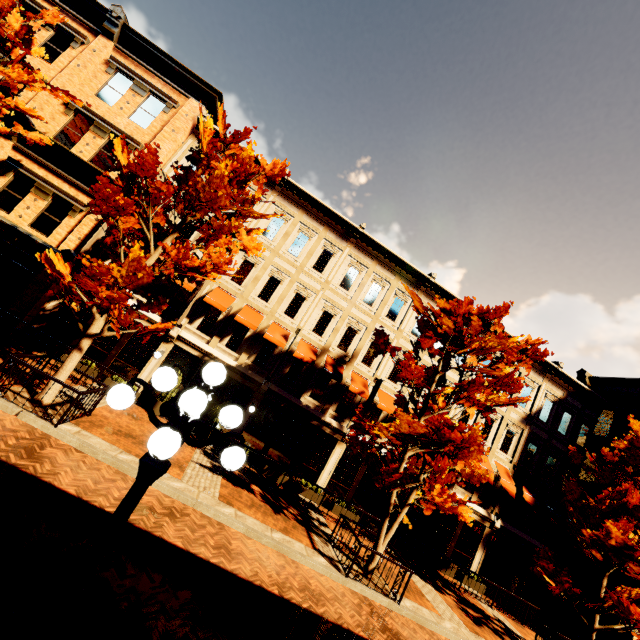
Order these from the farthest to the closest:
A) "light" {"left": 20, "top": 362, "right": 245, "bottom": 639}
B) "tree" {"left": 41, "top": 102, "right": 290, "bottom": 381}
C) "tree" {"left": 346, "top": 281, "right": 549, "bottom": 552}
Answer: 1. "tree" {"left": 346, "top": 281, "right": 549, "bottom": 552}
2. "tree" {"left": 41, "top": 102, "right": 290, "bottom": 381}
3. "light" {"left": 20, "top": 362, "right": 245, "bottom": 639}

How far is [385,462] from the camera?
12.41m

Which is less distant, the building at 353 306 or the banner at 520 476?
the building at 353 306

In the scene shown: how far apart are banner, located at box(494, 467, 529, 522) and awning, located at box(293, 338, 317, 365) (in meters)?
13.53

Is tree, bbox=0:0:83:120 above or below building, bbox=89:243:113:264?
above

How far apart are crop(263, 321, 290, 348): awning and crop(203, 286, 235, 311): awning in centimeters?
213cm

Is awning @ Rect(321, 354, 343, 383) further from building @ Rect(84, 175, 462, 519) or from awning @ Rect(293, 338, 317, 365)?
awning @ Rect(293, 338, 317, 365)

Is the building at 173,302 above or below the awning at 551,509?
below
